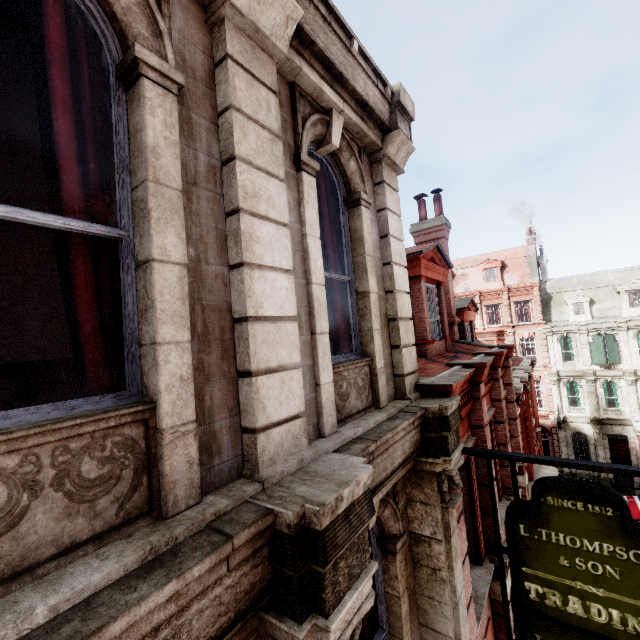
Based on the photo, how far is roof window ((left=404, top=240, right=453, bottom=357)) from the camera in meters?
7.3 m

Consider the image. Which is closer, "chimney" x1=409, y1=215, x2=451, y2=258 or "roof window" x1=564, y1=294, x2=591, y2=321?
"chimney" x1=409, y1=215, x2=451, y2=258

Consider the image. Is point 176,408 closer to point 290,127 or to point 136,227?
point 136,227

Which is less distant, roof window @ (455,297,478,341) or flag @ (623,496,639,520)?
flag @ (623,496,639,520)

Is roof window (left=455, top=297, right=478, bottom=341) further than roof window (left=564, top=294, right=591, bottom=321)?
No

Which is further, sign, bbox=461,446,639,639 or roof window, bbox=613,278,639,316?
roof window, bbox=613,278,639,316

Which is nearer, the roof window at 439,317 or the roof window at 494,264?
the roof window at 439,317

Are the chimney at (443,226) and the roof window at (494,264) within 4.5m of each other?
no
